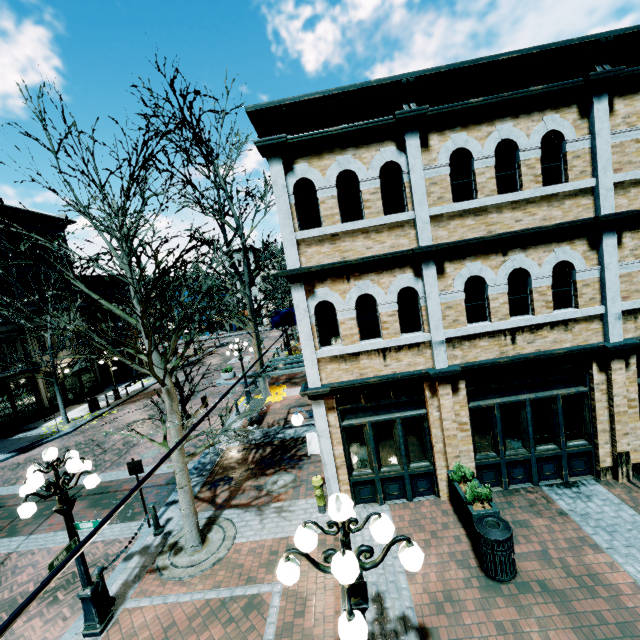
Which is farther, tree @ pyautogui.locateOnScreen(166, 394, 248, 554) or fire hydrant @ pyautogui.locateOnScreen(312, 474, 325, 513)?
fire hydrant @ pyautogui.locateOnScreen(312, 474, 325, 513)

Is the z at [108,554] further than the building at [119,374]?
No

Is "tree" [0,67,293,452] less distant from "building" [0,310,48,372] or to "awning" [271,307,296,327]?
"awning" [271,307,296,327]

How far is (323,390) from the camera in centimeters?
742cm

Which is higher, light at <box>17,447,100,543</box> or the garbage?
light at <box>17,447,100,543</box>

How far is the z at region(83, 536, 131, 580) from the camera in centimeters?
796cm

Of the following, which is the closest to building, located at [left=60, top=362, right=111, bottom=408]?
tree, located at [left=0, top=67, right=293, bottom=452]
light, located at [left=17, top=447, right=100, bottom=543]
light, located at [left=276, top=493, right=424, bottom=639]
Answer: tree, located at [left=0, top=67, right=293, bottom=452]

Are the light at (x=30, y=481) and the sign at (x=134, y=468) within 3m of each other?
yes
